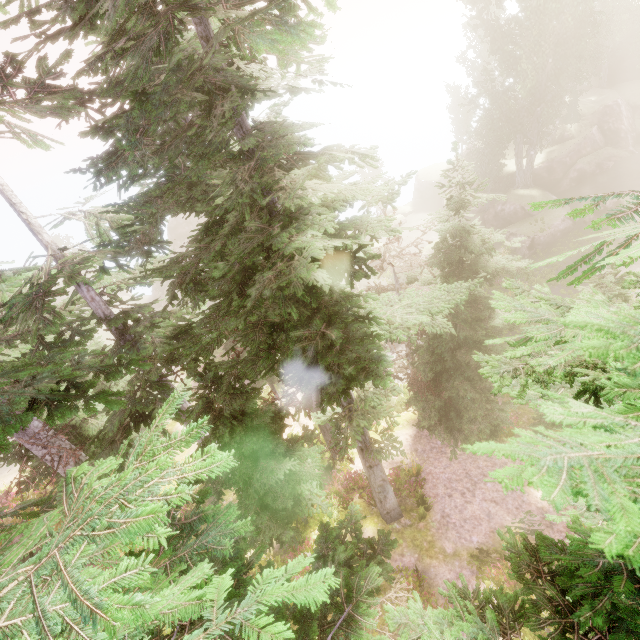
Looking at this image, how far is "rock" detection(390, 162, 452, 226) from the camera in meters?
41.5 m

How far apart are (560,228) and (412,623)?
32.82m

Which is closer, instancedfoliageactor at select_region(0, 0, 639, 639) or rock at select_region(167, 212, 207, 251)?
instancedfoliageactor at select_region(0, 0, 639, 639)

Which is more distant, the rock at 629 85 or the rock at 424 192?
the rock at 424 192

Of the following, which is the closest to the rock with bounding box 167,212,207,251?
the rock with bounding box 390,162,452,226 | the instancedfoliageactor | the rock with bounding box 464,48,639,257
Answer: the instancedfoliageactor

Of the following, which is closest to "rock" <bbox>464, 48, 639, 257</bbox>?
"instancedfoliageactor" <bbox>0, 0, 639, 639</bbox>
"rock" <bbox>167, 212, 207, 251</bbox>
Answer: "instancedfoliageactor" <bbox>0, 0, 639, 639</bbox>

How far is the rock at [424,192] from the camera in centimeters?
4147cm

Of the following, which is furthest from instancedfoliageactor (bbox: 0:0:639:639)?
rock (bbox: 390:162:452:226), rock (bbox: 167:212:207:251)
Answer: rock (bbox: 390:162:452:226)
